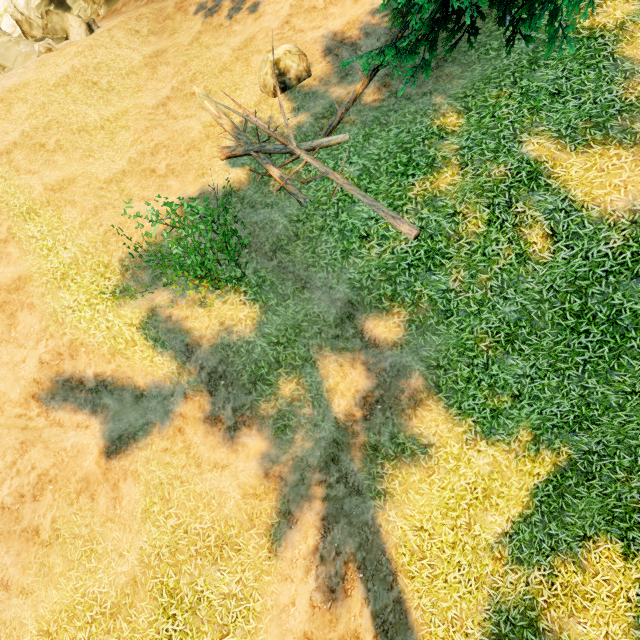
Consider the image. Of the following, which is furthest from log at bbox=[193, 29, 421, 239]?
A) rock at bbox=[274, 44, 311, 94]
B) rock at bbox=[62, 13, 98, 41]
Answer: rock at bbox=[62, 13, 98, 41]

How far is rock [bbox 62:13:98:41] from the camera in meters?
12.9 m

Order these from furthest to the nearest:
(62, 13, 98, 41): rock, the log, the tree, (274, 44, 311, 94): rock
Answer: (62, 13, 98, 41): rock, (274, 44, 311, 94): rock, the log, the tree

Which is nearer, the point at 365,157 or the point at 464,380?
the point at 464,380

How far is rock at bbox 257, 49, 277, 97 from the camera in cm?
1012

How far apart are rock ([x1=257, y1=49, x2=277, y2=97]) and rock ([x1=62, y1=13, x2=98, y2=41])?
8.5m

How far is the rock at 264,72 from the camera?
10.1m

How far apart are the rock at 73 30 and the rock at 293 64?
8.5m
